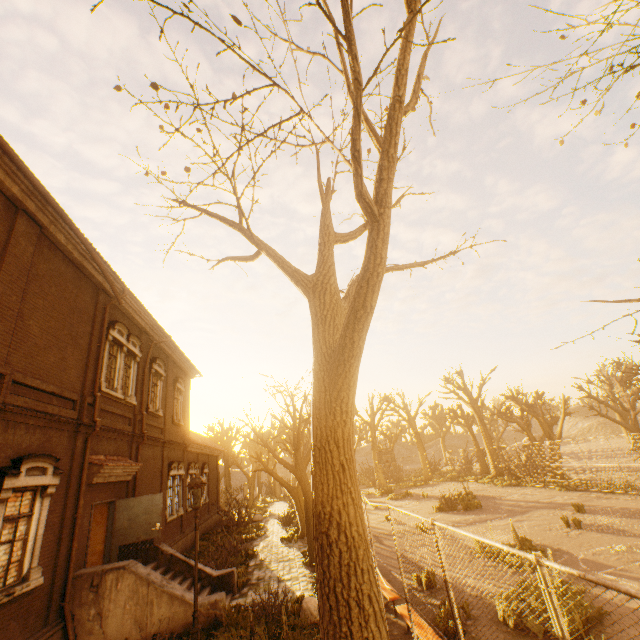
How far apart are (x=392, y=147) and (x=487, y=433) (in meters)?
36.15

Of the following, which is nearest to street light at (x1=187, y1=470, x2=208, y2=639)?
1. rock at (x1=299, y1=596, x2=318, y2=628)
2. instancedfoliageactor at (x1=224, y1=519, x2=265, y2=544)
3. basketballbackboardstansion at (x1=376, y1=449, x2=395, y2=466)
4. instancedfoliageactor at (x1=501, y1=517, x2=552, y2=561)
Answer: rock at (x1=299, y1=596, x2=318, y2=628)

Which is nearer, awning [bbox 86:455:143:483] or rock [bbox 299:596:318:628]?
rock [bbox 299:596:318:628]

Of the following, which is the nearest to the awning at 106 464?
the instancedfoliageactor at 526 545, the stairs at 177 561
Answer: the stairs at 177 561

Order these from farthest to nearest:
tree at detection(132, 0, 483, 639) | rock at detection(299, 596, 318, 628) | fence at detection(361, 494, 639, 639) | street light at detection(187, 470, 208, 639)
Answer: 1. rock at detection(299, 596, 318, 628)
2. street light at detection(187, 470, 208, 639)
3. tree at detection(132, 0, 483, 639)
4. fence at detection(361, 494, 639, 639)

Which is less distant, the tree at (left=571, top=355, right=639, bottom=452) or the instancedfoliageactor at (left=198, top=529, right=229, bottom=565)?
the instancedfoliageactor at (left=198, top=529, right=229, bottom=565)

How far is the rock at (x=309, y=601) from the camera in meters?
8.3 m

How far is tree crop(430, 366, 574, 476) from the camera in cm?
2484
